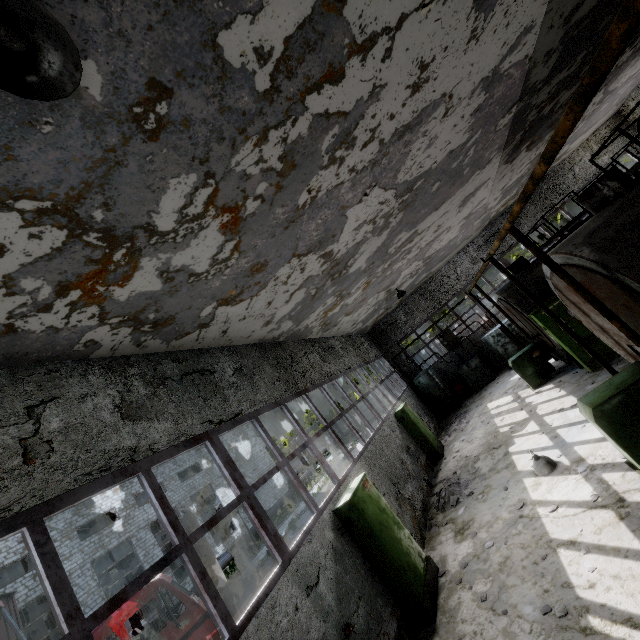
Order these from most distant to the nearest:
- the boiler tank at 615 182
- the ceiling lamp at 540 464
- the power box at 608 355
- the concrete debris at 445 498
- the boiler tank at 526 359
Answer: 1. the boiler tank at 526 359
2. the power box at 608 355
3. the concrete debris at 445 498
4. the ceiling lamp at 540 464
5. the boiler tank at 615 182

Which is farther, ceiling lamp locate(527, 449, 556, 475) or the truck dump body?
the truck dump body

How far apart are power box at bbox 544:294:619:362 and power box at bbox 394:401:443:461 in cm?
597

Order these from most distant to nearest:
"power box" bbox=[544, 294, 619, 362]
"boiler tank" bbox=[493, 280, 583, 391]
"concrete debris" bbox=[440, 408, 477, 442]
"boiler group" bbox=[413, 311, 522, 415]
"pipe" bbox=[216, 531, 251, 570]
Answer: "pipe" bbox=[216, 531, 251, 570]
"boiler group" bbox=[413, 311, 522, 415]
"concrete debris" bbox=[440, 408, 477, 442]
"boiler tank" bbox=[493, 280, 583, 391]
"power box" bbox=[544, 294, 619, 362]

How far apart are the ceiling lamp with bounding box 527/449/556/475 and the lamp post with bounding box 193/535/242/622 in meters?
8.8

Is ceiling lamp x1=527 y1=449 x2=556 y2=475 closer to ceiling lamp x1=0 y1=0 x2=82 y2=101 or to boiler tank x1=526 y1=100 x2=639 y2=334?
boiler tank x1=526 y1=100 x2=639 y2=334

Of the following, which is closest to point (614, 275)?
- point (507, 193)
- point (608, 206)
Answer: point (608, 206)

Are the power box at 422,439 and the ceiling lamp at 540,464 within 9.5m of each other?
yes
